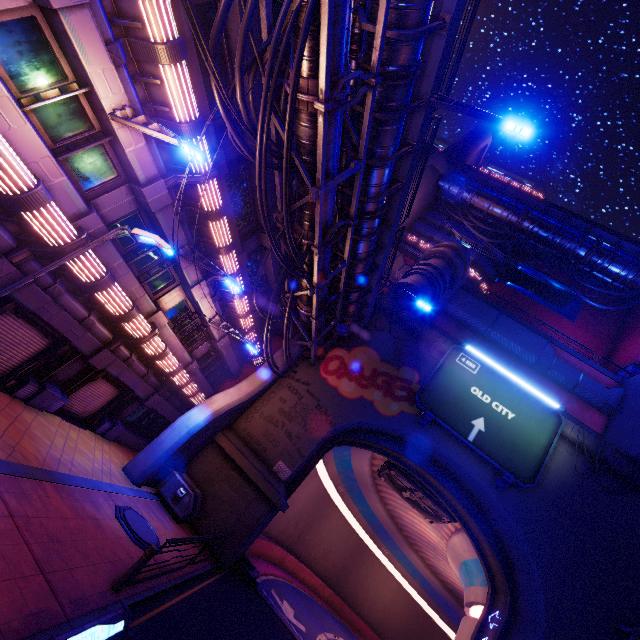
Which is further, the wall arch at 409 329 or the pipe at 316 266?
the wall arch at 409 329

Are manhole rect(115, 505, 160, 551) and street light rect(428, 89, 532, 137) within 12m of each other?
no

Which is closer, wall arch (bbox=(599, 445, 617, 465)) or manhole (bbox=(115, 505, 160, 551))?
manhole (bbox=(115, 505, 160, 551))

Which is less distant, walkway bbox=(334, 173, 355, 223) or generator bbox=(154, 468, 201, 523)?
walkway bbox=(334, 173, 355, 223)

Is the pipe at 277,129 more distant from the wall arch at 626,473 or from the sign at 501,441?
the sign at 501,441

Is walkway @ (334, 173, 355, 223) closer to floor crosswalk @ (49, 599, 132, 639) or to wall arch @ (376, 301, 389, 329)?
wall arch @ (376, 301, 389, 329)

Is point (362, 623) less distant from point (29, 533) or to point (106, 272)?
point (29, 533)

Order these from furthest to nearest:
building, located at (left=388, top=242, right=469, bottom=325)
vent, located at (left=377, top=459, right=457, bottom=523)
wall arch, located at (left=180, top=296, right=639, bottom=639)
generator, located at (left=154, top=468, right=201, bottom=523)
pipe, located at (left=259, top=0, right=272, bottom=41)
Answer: vent, located at (left=377, top=459, right=457, bottom=523), building, located at (left=388, top=242, right=469, bottom=325), wall arch, located at (left=180, top=296, right=639, bottom=639), generator, located at (left=154, top=468, right=201, bottom=523), pipe, located at (left=259, top=0, right=272, bottom=41)
